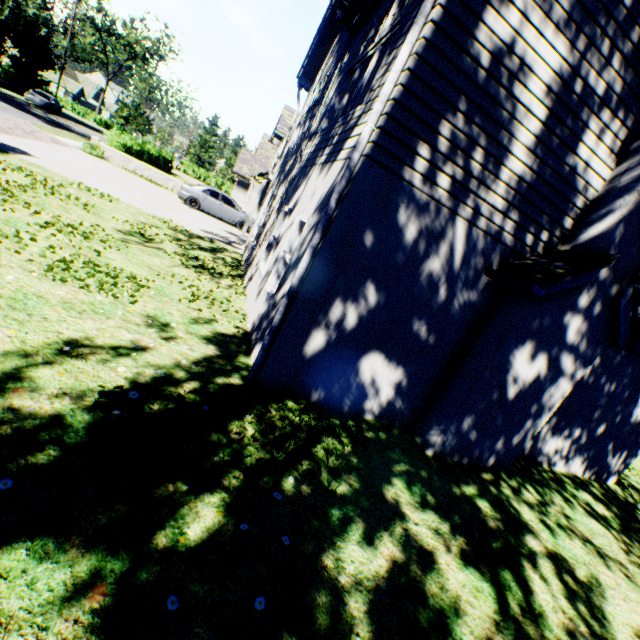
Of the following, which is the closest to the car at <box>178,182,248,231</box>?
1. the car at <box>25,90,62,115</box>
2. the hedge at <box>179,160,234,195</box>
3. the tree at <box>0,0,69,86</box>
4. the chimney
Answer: the tree at <box>0,0,69,86</box>

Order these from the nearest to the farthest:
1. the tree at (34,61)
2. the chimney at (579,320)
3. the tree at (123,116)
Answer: the chimney at (579,320) → the tree at (34,61) → the tree at (123,116)

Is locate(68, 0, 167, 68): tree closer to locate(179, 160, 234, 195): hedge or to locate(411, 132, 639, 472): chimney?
locate(411, 132, 639, 472): chimney

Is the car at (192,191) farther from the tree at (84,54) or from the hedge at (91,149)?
the tree at (84,54)

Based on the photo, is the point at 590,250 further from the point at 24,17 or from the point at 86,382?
the point at 24,17

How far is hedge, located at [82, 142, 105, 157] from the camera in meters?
19.1

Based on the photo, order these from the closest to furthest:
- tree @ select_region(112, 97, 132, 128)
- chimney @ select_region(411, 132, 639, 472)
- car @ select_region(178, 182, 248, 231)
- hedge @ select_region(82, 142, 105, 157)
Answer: chimney @ select_region(411, 132, 639, 472), car @ select_region(178, 182, 248, 231), hedge @ select_region(82, 142, 105, 157), tree @ select_region(112, 97, 132, 128)

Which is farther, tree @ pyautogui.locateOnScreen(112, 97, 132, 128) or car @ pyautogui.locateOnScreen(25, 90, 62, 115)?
tree @ pyautogui.locateOnScreen(112, 97, 132, 128)
